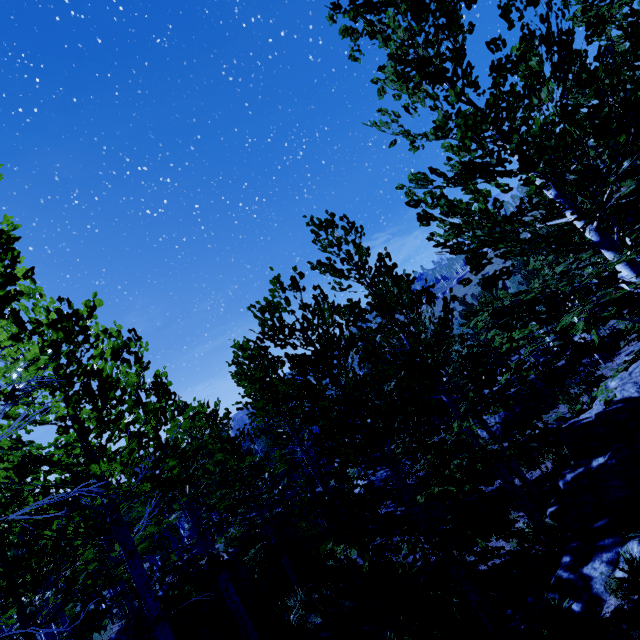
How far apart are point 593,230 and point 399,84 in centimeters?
337cm

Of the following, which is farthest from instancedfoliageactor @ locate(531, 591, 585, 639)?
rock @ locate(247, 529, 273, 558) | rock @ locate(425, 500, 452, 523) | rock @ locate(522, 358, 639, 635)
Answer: rock @ locate(425, 500, 452, 523)

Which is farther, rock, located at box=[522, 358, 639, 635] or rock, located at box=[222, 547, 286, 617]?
rock, located at box=[222, 547, 286, 617]

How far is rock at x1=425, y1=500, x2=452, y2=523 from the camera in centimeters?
1445cm

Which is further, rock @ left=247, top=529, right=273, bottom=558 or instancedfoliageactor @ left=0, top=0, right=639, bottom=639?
rock @ left=247, top=529, right=273, bottom=558

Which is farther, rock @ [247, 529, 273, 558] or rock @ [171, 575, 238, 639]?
rock @ [247, 529, 273, 558]

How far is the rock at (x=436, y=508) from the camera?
14.4 meters

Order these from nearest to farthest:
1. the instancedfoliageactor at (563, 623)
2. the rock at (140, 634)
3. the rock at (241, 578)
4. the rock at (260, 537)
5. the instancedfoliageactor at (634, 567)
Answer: the instancedfoliageactor at (634, 567) → the instancedfoliageactor at (563, 623) → the rock at (140, 634) → the rock at (241, 578) → the rock at (260, 537)
